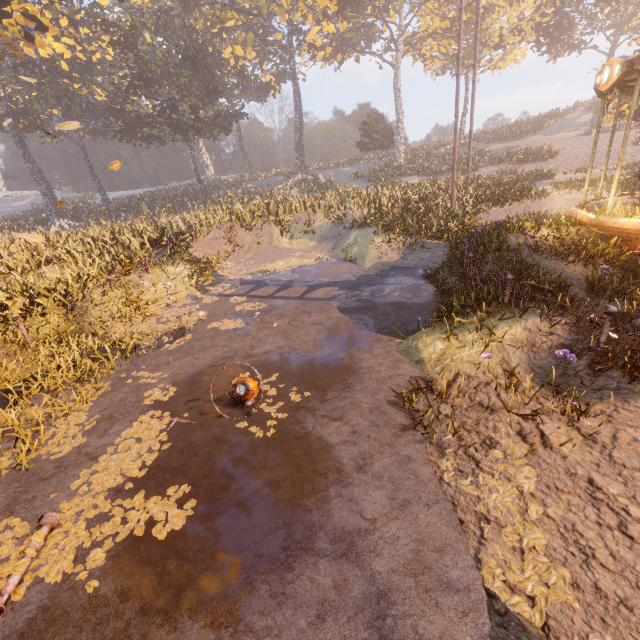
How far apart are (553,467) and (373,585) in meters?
2.6

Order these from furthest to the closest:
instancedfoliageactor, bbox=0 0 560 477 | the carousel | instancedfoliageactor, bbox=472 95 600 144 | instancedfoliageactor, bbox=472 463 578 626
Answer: instancedfoliageactor, bbox=472 95 600 144
instancedfoliageactor, bbox=0 0 560 477
the carousel
instancedfoliageactor, bbox=472 463 578 626

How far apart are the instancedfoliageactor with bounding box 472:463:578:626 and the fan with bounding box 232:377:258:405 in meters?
3.0

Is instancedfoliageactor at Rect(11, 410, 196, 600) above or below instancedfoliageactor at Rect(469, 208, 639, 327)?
below

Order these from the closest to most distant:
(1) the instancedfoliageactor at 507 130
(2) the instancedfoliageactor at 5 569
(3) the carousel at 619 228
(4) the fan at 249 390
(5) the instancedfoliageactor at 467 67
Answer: (2) the instancedfoliageactor at 5 569
(4) the fan at 249 390
(3) the carousel at 619 228
(1) the instancedfoliageactor at 507 130
(5) the instancedfoliageactor at 467 67

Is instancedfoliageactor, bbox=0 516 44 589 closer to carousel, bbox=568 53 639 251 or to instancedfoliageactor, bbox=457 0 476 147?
instancedfoliageactor, bbox=457 0 476 147

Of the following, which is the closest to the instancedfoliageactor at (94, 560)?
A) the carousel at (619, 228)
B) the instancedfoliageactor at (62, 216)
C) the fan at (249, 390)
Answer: the fan at (249, 390)

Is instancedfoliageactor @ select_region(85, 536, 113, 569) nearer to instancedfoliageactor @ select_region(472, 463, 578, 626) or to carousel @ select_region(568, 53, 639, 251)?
instancedfoliageactor @ select_region(472, 463, 578, 626)
